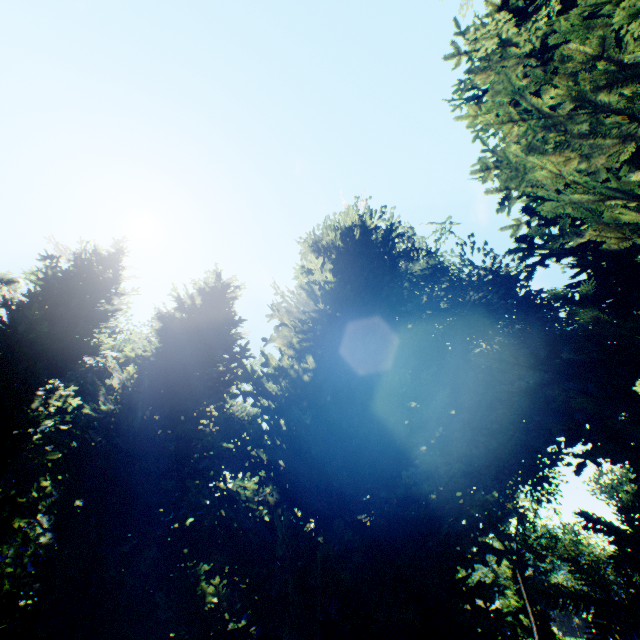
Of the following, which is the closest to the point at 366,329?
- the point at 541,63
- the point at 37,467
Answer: the point at 541,63

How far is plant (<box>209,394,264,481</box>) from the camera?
31.02m

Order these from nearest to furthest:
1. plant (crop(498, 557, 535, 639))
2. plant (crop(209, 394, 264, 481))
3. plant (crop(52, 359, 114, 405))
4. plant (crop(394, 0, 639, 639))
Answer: plant (crop(394, 0, 639, 639)), plant (crop(52, 359, 114, 405)), plant (crop(209, 394, 264, 481)), plant (crop(498, 557, 535, 639))

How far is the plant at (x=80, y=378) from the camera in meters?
23.6 m

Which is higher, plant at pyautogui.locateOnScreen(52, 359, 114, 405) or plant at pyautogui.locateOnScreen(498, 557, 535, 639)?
plant at pyautogui.locateOnScreen(52, 359, 114, 405)

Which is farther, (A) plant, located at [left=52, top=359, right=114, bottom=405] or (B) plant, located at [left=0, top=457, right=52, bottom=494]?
(A) plant, located at [left=52, top=359, right=114, bottom=405]

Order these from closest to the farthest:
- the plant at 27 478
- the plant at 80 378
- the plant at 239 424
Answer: the plant at 27 478, the plant at 80 378, the plant at 239 424
